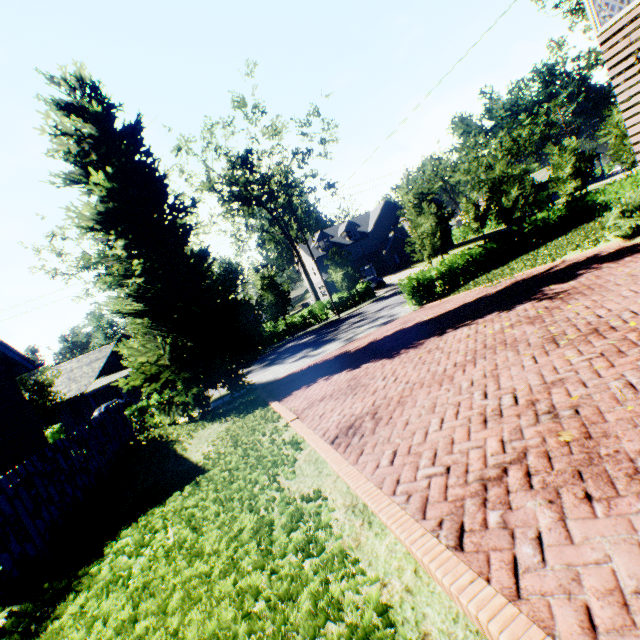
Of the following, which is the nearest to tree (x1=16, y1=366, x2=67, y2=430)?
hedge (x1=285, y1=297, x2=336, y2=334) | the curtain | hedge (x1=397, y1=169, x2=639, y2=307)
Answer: hedge (x1=397, y1=169, x2=639, y2=307)

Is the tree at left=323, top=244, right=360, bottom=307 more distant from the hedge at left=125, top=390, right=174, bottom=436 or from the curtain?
the curtain

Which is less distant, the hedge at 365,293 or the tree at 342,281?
the tree at 342,281

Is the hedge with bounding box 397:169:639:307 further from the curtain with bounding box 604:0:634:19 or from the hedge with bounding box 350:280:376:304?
the hedge with bounding box 350:280:376:304

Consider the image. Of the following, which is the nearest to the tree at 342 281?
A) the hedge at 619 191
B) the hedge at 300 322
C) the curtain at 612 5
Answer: the hedge at 619 191

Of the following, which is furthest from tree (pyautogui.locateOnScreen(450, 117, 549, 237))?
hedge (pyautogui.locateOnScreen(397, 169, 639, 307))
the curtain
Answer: the curtain

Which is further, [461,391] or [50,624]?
[461,391]
